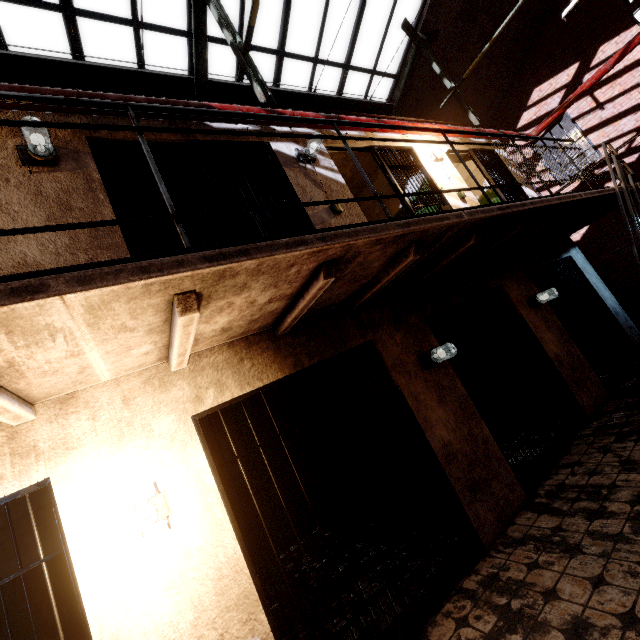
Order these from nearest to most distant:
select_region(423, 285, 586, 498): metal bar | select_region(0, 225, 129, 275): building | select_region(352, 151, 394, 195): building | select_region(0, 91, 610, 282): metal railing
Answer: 1. select_region(0, 91, 610, 282): metal railing
2. select_region(0, 225, 129, 275): building
3. select_region(423, 285, 586, 498): metal bar
4. select_region(352, 151, 394, 195): building

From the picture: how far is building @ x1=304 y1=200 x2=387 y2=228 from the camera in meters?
4.1

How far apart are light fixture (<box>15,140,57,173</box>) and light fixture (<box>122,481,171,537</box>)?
2.97m

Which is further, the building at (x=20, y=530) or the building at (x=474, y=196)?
the building at (x=474, y=196)

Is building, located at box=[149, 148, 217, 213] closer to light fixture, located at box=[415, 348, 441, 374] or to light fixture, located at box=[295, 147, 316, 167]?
light fixture, located at box=[295, 147, 316, 167]

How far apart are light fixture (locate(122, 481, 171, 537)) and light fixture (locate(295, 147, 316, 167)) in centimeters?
408cm

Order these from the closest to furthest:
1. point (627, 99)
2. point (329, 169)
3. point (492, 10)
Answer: point (329, 169), point (492, 10), point (627, 99)

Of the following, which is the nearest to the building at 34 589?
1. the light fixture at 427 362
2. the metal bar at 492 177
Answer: the light fixture at 427 362
